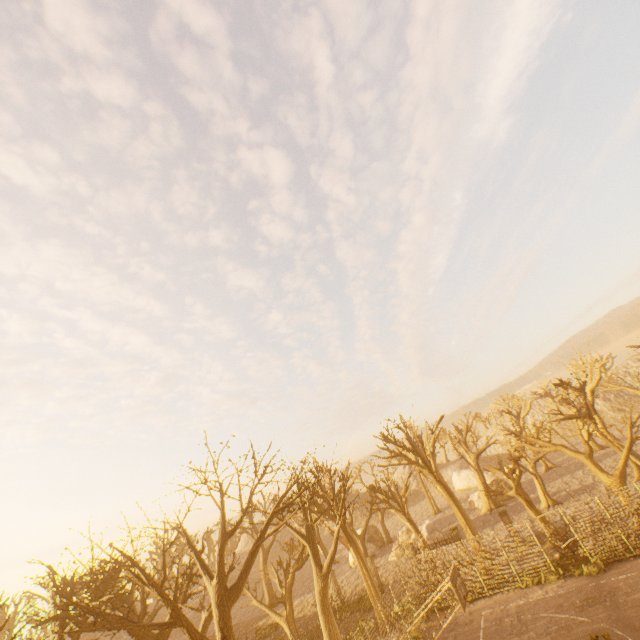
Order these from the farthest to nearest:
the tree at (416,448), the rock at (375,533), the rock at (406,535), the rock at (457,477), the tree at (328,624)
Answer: the rock at (457,477) < the rock at (375,533) < the rock at (406,535) < the tree at (416,448) < the tree at (328,624)

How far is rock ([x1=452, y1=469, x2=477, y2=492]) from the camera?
53.2m

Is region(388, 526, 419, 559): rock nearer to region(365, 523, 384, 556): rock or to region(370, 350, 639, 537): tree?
region(370, 350, 639, 537): tree

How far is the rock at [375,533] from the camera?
39.3 meters

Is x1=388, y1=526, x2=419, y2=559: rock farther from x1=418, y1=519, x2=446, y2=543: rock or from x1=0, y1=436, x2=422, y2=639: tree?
x1=0, y1=436, x2=422, y2=639: tree

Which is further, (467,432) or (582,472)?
(467,432)

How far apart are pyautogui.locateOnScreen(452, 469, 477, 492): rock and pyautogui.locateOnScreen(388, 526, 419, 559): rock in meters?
23.8 m

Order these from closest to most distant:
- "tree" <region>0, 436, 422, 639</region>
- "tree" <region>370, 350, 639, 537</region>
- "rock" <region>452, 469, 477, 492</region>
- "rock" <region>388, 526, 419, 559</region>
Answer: "tree" <region>0, 436, 422, 639</region> → "tree" <region>370, 350, 639, 537</region> → "rock" <region>388, 526, 419, 559</region> → "rock" <region>452, 469, 477, 492</region>
